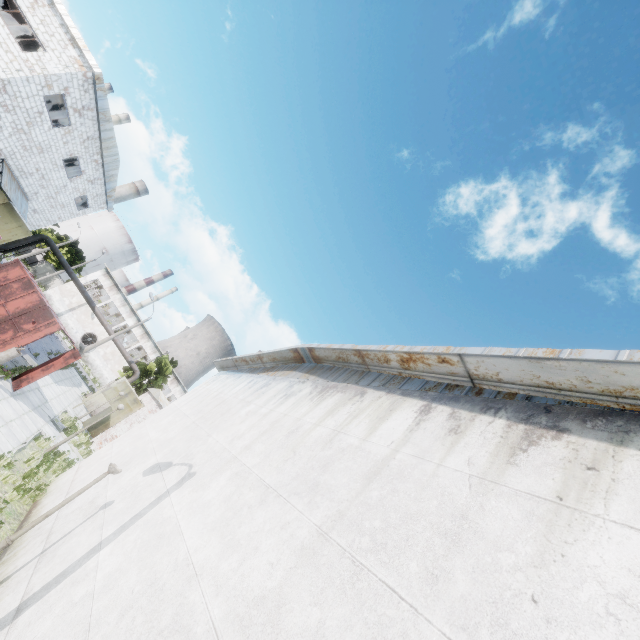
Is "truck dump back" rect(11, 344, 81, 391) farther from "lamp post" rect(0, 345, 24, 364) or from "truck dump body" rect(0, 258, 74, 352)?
"lamp post" rect(0, 345, 24, 364)

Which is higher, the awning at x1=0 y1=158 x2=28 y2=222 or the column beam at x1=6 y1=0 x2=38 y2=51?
the column beam at x1=6 y1=0 x2=38 y2=51

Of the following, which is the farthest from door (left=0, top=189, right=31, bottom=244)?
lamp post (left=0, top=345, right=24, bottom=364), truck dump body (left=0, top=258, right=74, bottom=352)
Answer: lamp post (left=0, top=345, right=24, bottom=364)

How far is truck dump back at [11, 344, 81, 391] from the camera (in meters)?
15.77

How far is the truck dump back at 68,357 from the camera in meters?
15.8

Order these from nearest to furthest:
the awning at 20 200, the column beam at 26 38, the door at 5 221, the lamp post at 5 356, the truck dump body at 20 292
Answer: the lamp post at 5 356 < the truck dump body at 20 292 < the awning at 20 200 < the column beam at 26 38 < the door at 5 221

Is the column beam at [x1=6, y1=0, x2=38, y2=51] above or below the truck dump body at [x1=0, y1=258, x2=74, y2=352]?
above

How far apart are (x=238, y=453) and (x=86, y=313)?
55.1m
